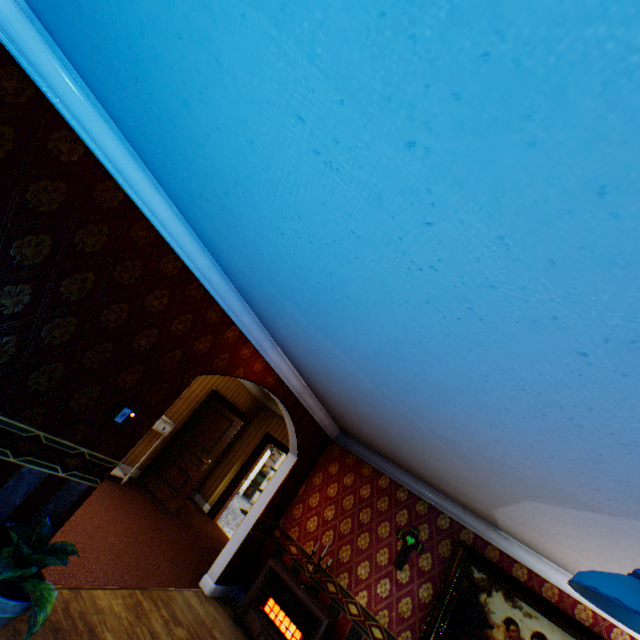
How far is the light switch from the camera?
2.9 meters

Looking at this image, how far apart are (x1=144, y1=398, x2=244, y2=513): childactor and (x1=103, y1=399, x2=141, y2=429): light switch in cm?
465

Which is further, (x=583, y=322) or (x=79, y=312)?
(x=79, y=312)

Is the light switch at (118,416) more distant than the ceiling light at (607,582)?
Yes

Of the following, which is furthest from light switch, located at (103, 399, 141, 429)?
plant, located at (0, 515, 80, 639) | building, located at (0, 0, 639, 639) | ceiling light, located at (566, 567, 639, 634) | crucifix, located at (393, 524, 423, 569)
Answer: crucifix, located at (393, 524, 423, 569)

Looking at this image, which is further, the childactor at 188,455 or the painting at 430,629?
the childactor at 188,455

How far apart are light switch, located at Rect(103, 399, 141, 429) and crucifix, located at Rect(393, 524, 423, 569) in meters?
4.4 m

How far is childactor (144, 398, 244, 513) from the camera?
6.9 meters
